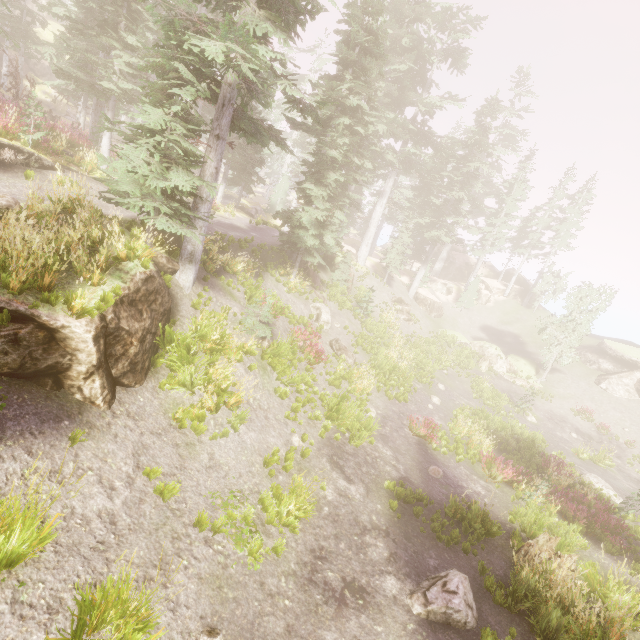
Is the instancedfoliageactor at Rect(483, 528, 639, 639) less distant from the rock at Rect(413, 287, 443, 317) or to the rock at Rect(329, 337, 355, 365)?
the rock at Rect(413, 287, 443, 317)

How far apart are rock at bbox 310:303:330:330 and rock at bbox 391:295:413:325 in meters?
12.2

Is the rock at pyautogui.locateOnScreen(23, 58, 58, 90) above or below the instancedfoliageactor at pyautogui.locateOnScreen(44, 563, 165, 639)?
above

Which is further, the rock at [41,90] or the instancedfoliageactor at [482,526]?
the rock at [41,90]

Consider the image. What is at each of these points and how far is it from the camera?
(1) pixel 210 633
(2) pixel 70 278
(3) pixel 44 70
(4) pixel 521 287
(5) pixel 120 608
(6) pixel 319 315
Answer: (1) instancedfoliageactor, 5.03m
(2) rock, 7.32m
(3) rock, 40.56m
(4) rock, 43.97m
(5) instancedfoliageactor, 4.27m
(6) rock, 20.05m

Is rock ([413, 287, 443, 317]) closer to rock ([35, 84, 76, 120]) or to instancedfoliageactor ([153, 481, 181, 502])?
instancedfoliageactor ([153, 481, 181, 502])

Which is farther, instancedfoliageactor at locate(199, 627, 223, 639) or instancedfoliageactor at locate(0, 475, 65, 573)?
instancedfoliageactor at locate(199, 627, 223, 639)

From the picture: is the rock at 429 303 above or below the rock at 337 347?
above
